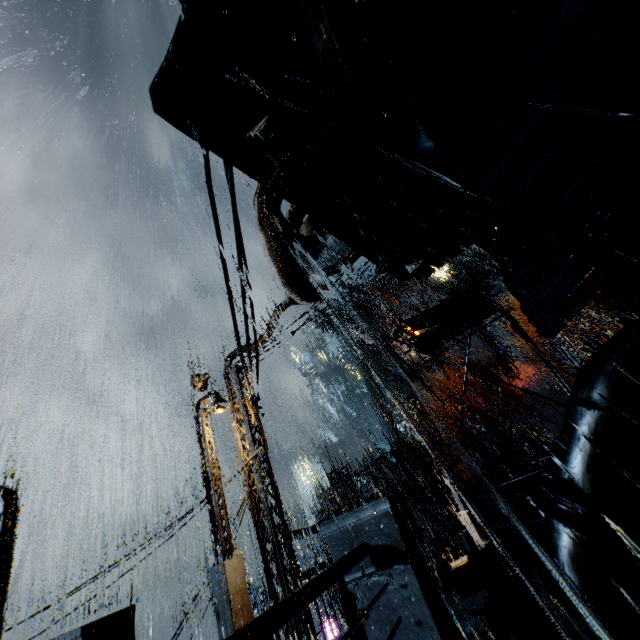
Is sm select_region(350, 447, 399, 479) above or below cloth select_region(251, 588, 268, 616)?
above

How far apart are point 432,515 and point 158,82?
35.8m

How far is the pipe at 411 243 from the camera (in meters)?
7.25

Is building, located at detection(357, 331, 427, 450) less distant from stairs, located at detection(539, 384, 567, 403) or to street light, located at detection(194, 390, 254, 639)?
stairs, located at detection(539, 384, 567, 403)

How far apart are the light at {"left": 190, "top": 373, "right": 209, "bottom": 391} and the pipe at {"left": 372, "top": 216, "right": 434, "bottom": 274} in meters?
8.8

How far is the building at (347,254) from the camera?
9.5 meters

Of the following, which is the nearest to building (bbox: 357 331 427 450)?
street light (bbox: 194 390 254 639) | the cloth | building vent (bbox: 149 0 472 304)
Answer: building vent (bbox: 149 0 472 304)

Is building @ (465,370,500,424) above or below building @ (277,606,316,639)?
above
